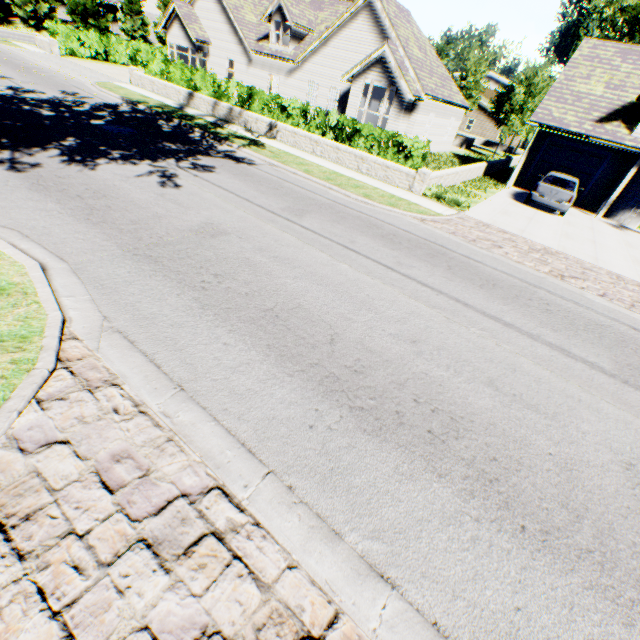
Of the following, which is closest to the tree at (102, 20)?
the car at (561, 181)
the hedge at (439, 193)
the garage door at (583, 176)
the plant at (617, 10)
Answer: the plant at (617, 10)

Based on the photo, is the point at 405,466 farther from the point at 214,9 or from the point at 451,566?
the point at 214,9

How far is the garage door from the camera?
18.6m

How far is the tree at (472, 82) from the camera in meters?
39.2 m

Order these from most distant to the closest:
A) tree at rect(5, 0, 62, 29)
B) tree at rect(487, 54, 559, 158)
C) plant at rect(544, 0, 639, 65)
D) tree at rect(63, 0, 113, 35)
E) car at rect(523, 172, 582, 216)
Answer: plant at rect(544, 0, 639, 65) → tree at rect(63, 0, 113, 35) → tree at rect(5, 0, 62, 29) → tree at rect(487, 54, 559, 158) → car at rect(523, 172, 582, 216)

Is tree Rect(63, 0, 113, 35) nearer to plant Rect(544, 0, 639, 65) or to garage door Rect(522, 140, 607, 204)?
plant Rect(544, 0, 639, 65)

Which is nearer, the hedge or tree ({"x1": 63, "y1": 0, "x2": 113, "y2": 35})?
the hedge

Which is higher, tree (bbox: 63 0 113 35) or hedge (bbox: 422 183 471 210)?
tree (bbox: 63 0 113 35)
